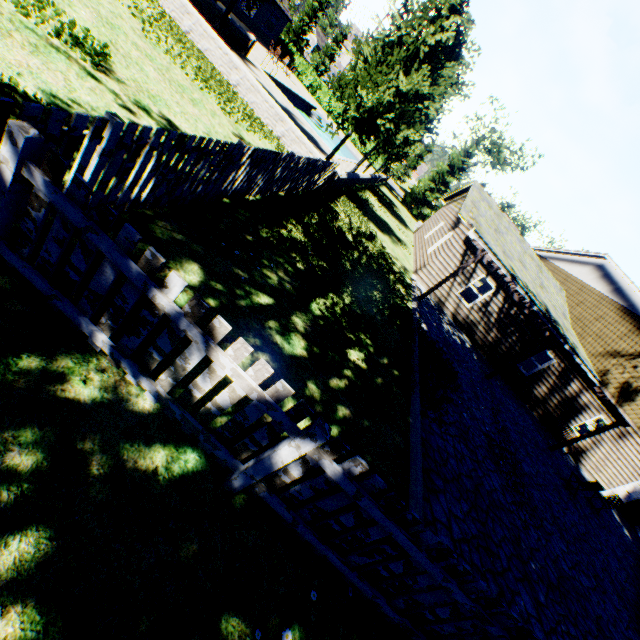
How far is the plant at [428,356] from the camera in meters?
7.9

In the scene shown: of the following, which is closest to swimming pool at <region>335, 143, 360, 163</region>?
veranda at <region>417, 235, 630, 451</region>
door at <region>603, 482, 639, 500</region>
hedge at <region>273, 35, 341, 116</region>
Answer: hedge at <region>273, 35, 341, 116</region>

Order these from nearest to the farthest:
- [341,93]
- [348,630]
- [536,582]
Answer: [348,630] → [536,582] → [341,93]

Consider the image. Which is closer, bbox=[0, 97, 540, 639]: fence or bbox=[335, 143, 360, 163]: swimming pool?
bbox=[0, 97, 540, 639]: fence

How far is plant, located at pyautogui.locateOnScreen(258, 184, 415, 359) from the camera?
7.35m

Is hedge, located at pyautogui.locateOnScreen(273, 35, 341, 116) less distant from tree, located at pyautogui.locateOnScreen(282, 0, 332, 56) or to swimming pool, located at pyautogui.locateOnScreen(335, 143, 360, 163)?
swimming pool, located at pyautogui.locateOnScreen(335, 143, 360, 163)

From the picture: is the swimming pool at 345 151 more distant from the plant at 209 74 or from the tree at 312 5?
the plant at 209 74
